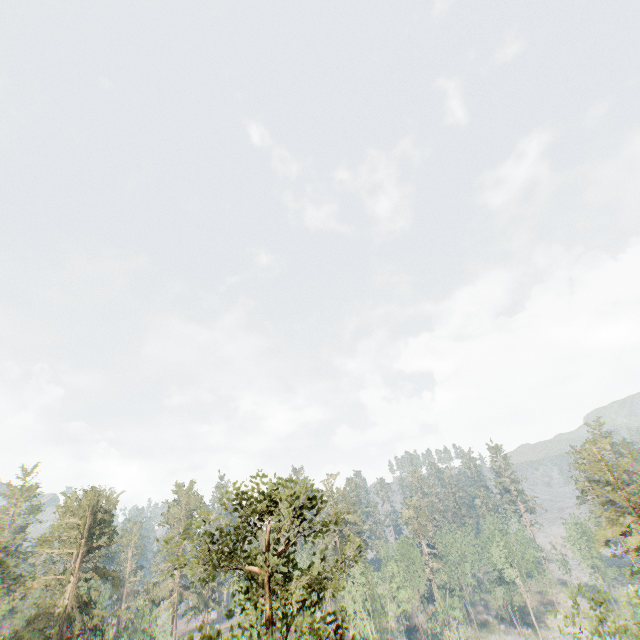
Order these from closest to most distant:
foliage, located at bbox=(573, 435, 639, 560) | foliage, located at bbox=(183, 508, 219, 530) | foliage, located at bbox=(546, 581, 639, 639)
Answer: foliage, located at bbox=(183, 508, 219, 530) → foliage, located at bbox=(546, 581, 639, 639) → foliage, located at bbox=(573, 435, 639, 560)

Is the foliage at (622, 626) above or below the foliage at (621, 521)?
below

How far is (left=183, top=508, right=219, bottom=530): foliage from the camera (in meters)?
11.73

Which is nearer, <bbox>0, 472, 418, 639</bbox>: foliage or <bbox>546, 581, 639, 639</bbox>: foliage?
<bbox>0, 472, 418, 639</bbox>: foliage

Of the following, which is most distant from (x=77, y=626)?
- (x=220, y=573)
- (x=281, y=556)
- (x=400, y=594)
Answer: (x=400, y=594)
